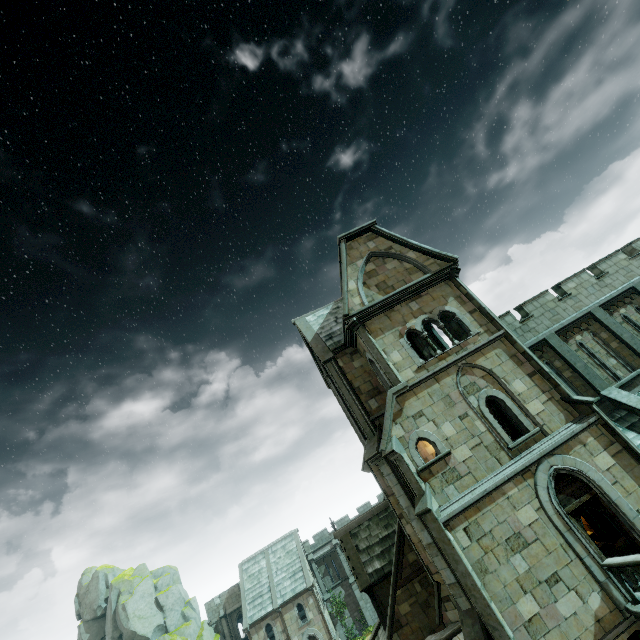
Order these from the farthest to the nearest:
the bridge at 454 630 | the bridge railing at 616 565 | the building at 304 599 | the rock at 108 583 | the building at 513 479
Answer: the rock at 108 583 < the building at 304 599 < the bridge at 454 630 < the building at 513 479 < the bridge railing at 616 565

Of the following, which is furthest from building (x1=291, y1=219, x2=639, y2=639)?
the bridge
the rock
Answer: the rock

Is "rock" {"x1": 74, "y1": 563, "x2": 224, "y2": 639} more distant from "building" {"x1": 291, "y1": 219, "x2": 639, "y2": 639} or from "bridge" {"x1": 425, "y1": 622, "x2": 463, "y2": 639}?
"bridge" {"x1": 425, "y1": 622, "x2": 463, "y2": 639}

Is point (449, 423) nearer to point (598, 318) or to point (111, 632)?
point (598, 318)

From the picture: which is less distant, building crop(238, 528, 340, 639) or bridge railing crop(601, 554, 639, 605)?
bridge railing crop(601, 554, 639, 605)

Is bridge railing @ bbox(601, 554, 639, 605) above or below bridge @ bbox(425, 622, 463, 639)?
above

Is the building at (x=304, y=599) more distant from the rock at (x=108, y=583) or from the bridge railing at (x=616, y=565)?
the rock at (x=108, y=583)

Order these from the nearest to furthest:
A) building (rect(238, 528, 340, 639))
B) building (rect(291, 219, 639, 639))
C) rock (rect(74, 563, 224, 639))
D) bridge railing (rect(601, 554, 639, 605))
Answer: bridge railing (rect(601, 554, 639, 605)) < building (rect(291, 219, 639, 639)) < building (rect(238, 528, 340, 639)) < rock (rect(74, 563, 224, 639))
